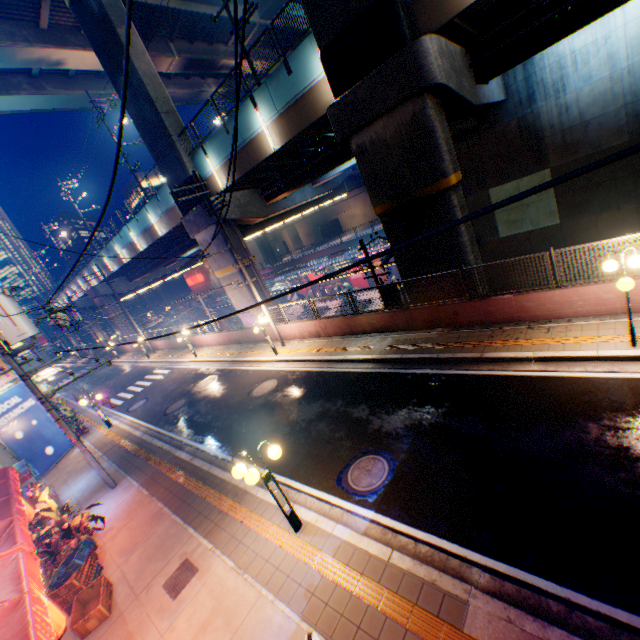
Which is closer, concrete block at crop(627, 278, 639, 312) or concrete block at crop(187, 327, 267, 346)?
concrete block at crop(627, 278, 639, 312)

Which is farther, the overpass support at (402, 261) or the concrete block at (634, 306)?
the overpass support at (402, 261)

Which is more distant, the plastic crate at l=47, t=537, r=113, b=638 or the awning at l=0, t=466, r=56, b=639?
the plastic crate at l=47, t=537, r=113, b=638

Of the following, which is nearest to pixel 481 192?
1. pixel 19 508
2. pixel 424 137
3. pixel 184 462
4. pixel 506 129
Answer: pixel 506 129

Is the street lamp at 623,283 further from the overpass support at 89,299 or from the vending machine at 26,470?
the vending machine at 26,470

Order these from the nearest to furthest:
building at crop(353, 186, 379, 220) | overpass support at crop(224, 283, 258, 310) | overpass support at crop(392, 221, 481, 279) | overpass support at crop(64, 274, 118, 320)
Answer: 1. overpass support at crop(392, 221, 481, 279)
2. overpass support at crop(224, 283, 258, 310)
3. overpass support at crop(64, 274, 118, 320)
4. building at crop(353, 186, 379, 220)

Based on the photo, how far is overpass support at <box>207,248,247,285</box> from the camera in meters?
21.0

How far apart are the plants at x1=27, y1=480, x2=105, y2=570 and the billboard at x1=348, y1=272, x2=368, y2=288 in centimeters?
3635cm
